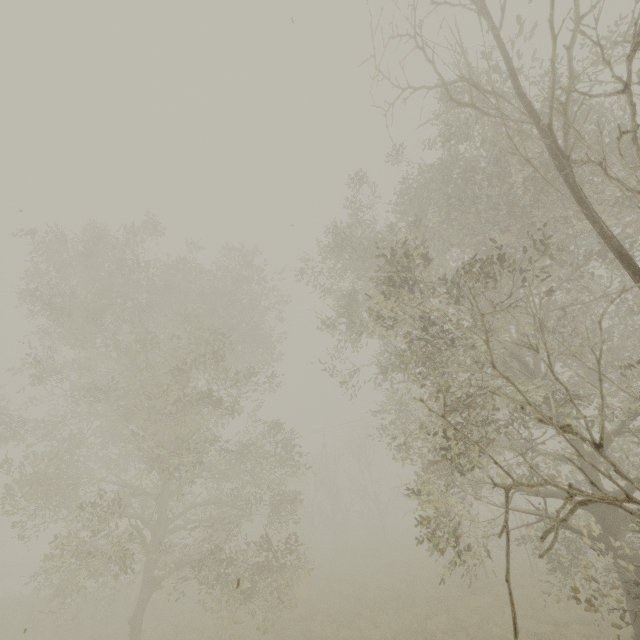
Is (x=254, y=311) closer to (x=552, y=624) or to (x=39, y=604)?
(x=552, y=624)
